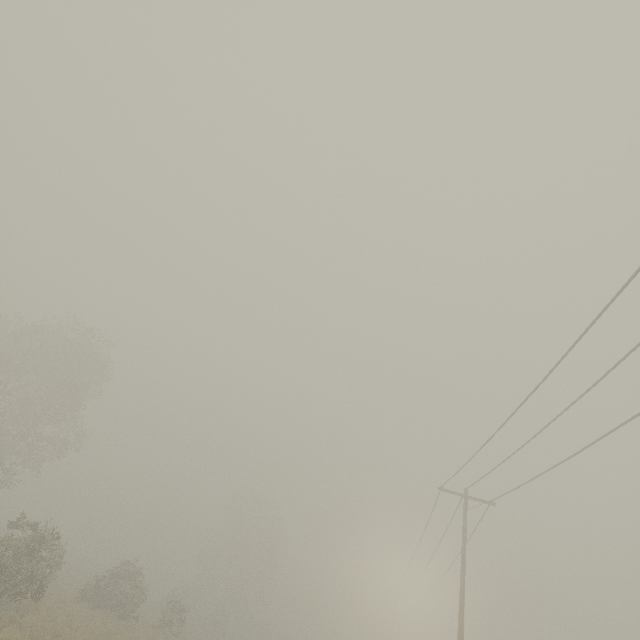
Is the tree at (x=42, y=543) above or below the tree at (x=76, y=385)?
below

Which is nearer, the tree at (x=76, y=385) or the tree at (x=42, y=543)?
the tree at (x=42, y=543)

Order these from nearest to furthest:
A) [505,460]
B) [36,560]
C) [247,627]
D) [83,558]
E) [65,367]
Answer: [505,460] → [36,560] → [65,367] → [247,627] → [83,558]

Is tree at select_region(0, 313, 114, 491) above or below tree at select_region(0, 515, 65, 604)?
above

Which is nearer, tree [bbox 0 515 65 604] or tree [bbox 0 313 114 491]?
tree [bbox 0 515 65 604]
